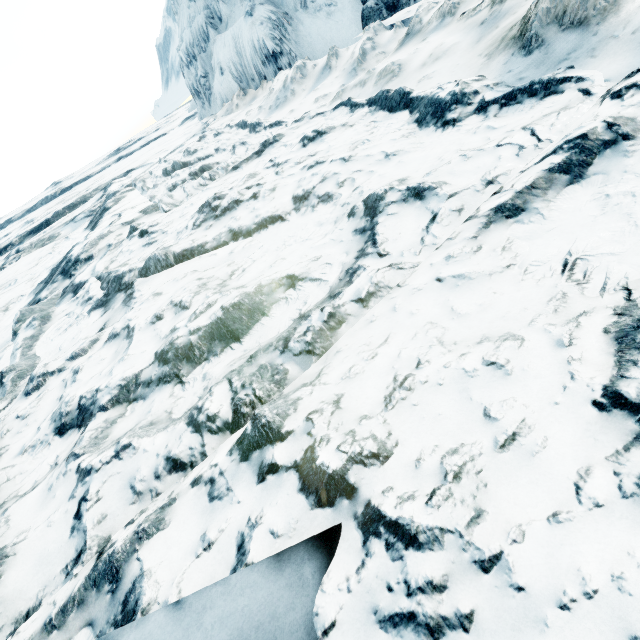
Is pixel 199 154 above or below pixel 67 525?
below
